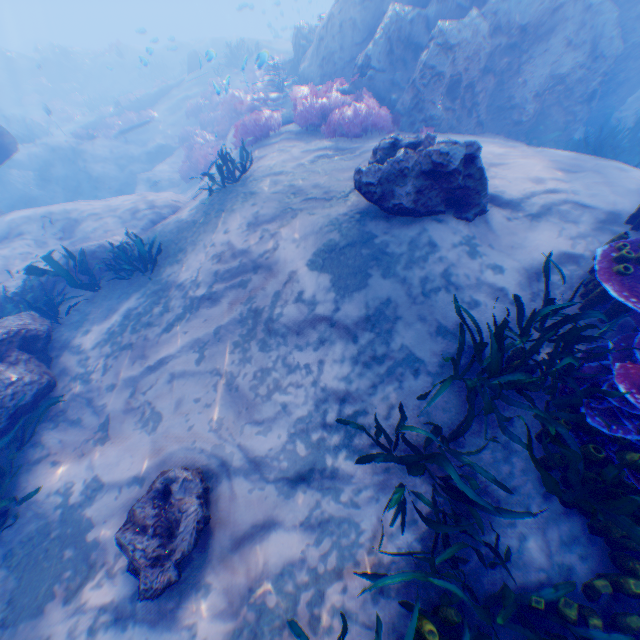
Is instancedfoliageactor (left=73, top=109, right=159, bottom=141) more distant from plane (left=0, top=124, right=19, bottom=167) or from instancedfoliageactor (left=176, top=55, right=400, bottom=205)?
instancedfoliageactor (left=176, top=55, right=400, bottom=205)

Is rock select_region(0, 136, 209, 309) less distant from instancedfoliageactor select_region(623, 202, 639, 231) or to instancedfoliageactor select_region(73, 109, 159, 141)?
instancedfoliageactor select_region(73, 109, 159, 141)

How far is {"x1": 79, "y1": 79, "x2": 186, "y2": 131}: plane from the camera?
20.34m

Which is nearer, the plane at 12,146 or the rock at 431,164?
the rock at 431,164

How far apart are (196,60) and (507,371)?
28.8 meters

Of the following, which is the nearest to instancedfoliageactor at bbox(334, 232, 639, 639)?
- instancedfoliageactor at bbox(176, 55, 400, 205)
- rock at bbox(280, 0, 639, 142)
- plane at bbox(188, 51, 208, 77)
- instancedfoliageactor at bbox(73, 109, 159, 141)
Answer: rock at bbox(280, 0, 639, 142)

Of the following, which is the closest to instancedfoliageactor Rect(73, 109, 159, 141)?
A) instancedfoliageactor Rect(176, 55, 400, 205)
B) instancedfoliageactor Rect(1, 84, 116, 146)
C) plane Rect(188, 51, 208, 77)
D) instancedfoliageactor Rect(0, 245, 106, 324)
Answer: plane Rect(188, 51, 208, 77)

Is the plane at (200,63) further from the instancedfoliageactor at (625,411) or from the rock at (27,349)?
the instancedfoliageactor at (625,411)
